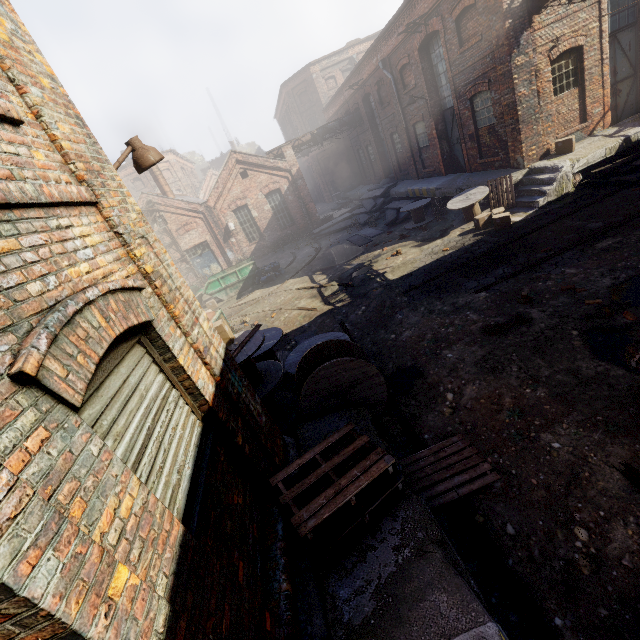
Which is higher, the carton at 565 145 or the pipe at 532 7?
the pipe at 532 7

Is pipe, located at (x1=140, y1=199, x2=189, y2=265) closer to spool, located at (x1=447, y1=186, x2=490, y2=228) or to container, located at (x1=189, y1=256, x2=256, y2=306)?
container, located at (x1=189, y1=256, x2=256, y2=306)

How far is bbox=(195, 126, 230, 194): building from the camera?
49.66m

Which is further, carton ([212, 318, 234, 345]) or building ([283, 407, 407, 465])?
carton ([212, 318, 234, 345])

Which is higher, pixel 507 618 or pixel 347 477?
pixel 347 477

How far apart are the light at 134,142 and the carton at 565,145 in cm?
1355

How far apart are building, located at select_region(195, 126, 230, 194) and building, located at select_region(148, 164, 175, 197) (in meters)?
29.92

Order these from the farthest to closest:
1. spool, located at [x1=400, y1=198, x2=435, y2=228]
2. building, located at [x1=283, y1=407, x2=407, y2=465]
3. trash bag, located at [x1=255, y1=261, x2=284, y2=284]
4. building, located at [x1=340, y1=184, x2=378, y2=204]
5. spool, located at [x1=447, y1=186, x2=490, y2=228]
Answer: building, located at [x1=340, y1=184, x2=378, y2=204], trash bag, located at [x1=255, y1=261, x2=284, y2=284], spool, located at [x1=400, y1=198, x2=435, y2=228], spool, located at [x1=447, y1=186, x2=490, y2=228], building, located at [x1=283, y1=407, x2=407, y2=465]
